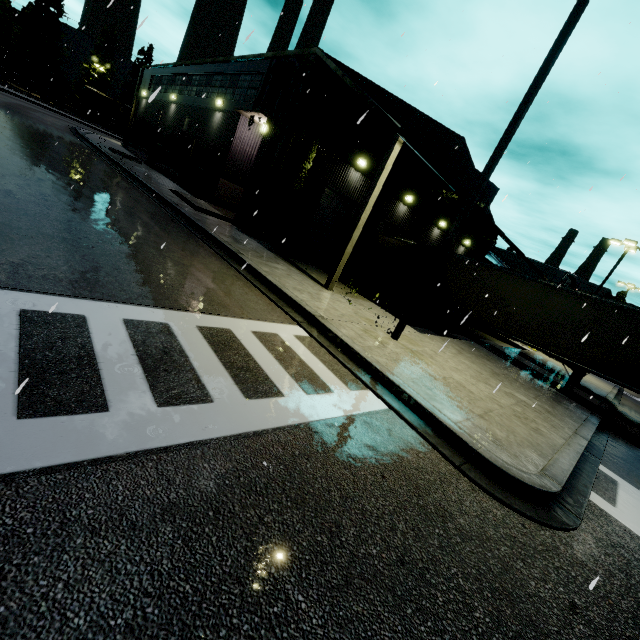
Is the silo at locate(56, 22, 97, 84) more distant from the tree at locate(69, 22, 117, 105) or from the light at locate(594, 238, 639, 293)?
the light at locate(594, 238, 639, 293)

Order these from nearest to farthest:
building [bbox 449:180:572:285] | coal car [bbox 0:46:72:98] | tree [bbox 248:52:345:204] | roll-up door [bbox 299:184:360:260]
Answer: tree [bbox 248:52:345:204] → roll-up door [bbox 299:184:360:260] → building [bbox 449:180:572:285] → coal car [bbox 0:46:72:98]

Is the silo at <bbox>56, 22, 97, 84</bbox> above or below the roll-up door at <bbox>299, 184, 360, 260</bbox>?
above

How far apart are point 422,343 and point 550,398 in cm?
515

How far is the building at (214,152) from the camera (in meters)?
13.86

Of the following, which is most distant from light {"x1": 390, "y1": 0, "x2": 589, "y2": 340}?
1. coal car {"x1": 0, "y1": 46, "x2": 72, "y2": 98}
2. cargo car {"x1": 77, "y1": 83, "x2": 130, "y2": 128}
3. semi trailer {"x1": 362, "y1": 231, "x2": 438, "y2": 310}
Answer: cargo car {"x1": 77, "y1": 83, "x2": 130, "y2": 128}

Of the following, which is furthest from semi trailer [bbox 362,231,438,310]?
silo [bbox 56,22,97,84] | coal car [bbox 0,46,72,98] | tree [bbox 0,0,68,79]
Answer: tree [bbox 0,0,68,79]

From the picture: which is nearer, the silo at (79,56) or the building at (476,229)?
the building at (476,229)
